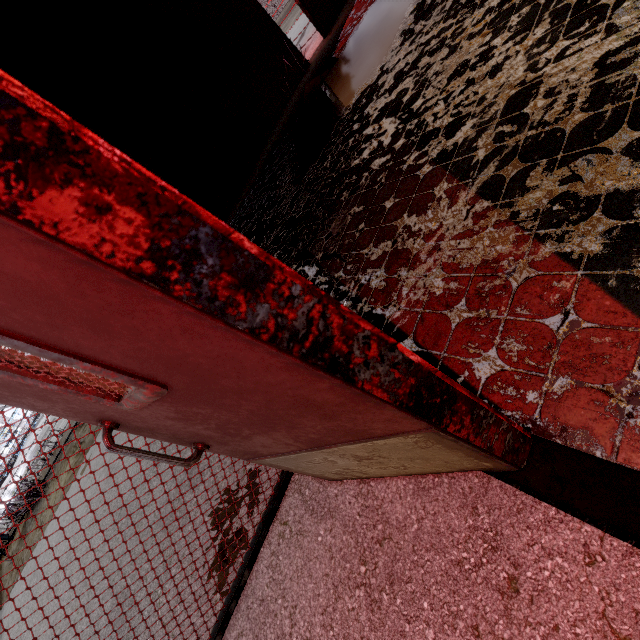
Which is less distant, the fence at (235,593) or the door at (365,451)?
the door at (365,451)

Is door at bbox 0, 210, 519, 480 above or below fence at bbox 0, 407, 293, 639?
above

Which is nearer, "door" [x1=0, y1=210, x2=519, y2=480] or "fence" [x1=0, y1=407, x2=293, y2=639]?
"door" [x1=0, y1=210, x2=519, y2=480]

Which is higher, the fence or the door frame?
the door frame

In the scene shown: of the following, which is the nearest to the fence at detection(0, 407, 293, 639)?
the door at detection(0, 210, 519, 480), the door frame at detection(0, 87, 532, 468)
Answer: the door at detection(0, 210, 519, 480)

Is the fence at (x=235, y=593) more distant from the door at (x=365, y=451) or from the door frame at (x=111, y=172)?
the door frame at (x=111, y=172)

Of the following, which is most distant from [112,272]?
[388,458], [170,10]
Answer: [170,10]
